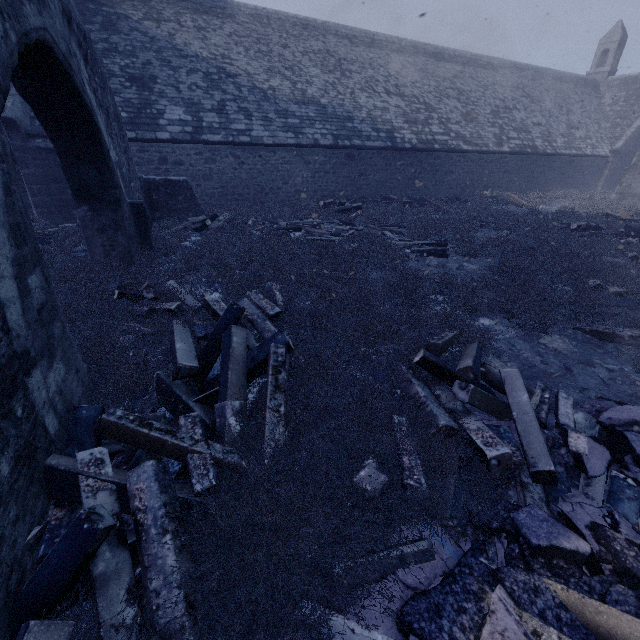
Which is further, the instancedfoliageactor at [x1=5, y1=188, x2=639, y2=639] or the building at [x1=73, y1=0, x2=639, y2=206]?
the building at [x1=73, y1=0, x2=639, y2=206]

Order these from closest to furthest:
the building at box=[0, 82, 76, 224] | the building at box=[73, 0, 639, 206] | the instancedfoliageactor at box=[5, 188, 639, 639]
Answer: the instancedfoliageactor at box=[5, 188, 639, 639]
the building at box=[0, 82, 76, 224]
the building at box=[73, 0, 639, 206]

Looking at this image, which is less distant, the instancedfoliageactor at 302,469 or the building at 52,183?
the instancedfoliageactor at 302,469

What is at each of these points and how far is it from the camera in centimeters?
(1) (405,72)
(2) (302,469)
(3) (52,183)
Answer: (1) building, 1938cm
(2) instancedfoliageactor, 247cm
(3) building, 1091cm

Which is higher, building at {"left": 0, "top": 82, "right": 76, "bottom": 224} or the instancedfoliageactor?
building at {"left": 0, "top": 82, "right": 76, "bottom": 224}

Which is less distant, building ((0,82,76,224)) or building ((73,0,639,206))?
building ((0,82,76,224))

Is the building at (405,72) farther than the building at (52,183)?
Yes
